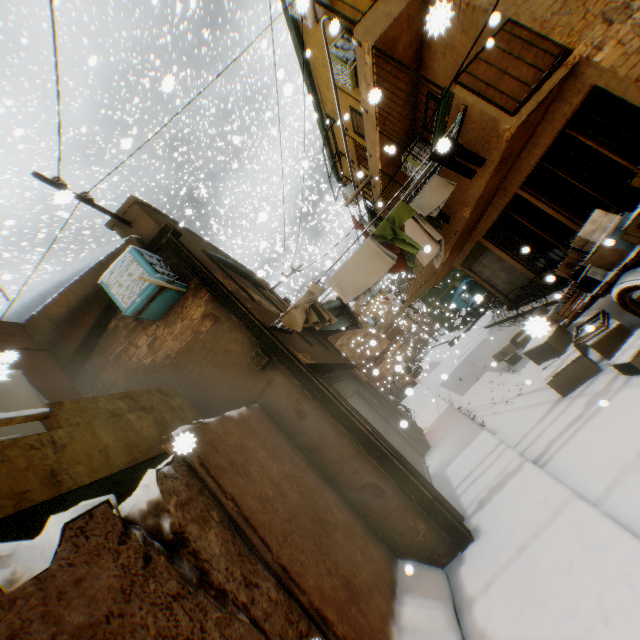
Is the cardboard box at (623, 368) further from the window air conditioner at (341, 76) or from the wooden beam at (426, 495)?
the window air conditioner at (341, 76)

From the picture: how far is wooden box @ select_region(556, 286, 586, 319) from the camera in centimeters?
580cm

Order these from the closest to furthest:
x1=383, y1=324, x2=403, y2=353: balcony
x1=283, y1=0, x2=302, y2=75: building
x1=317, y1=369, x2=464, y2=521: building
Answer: x1=317, y1=369, x2=464, y2=521: building, x1=283, y1=0, x2=302, y2=75: building, x1=383, y1=324, x2=403, y2=353: balcony

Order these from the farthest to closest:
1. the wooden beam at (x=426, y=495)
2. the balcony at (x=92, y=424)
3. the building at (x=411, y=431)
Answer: the building at (x=411, y=431)
the wooden beam at (x=426, y=495)
the balcony at (x=92, y=424)

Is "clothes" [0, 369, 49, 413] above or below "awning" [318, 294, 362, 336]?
above

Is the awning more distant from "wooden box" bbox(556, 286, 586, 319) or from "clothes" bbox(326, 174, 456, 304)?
"wooden box" bbox(556, 286, 586, 319)

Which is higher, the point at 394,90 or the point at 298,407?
the point at 394,90

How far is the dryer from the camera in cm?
713
